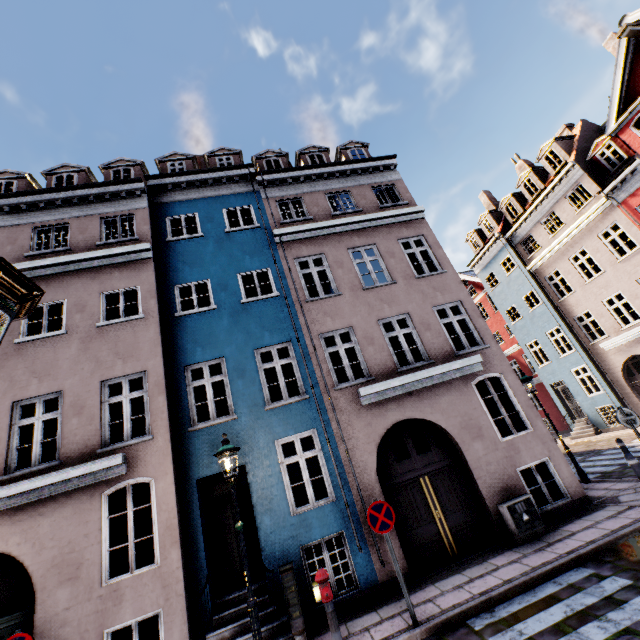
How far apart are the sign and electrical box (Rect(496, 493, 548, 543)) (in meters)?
3.42

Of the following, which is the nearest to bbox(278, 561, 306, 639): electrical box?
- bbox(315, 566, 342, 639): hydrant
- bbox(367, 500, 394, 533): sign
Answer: bbox(315, 566, 342, 639): hydrant

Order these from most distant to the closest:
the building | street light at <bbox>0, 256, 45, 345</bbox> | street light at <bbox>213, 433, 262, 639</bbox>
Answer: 1. the building
2. street light at <bbox>213, 433, 262, 639</bbox>
3. street light at <bbox>0, 256, 45, 345</bbox>

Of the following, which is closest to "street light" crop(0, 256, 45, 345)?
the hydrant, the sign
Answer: the hydrant

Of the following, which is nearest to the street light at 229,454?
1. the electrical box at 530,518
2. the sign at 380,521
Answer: the sign at 380,521

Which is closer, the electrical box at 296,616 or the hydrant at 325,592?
the hydrant at 325,592

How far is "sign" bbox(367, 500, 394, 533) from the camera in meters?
6.1 m

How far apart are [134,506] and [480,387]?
14.1m
